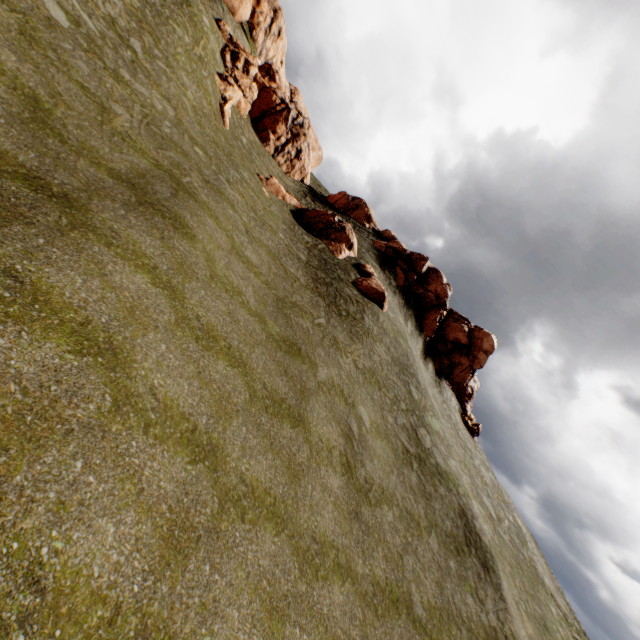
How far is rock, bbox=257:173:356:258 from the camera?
26.08m

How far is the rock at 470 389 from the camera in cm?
3256

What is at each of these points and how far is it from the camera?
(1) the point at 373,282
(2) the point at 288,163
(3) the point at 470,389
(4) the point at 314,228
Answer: (1) rock, 24.53m
(2) rock, 36.28m
(3) rock, 39.97m
(4) rock, 26.45m

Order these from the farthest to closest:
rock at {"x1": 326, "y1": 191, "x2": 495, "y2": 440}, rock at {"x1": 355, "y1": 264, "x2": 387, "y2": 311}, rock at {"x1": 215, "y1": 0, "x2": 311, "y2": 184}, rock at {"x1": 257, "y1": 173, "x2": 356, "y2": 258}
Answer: rock at {"x1": 326, "y1": 191, "x2": 495, "y2": 440} → rock at {"x1": 215, "y1": 0, "x2": 311, "y2": 184} → rock at {"x1": 257, "y1": 173, "x2": 356, "y2": 258} → rock at {"x1": 355, "y1": 264, "x2": 387, "y2": 311}

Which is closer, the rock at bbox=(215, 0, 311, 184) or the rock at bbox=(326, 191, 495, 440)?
the rock at bbox=(215, 0, 311, 184)
